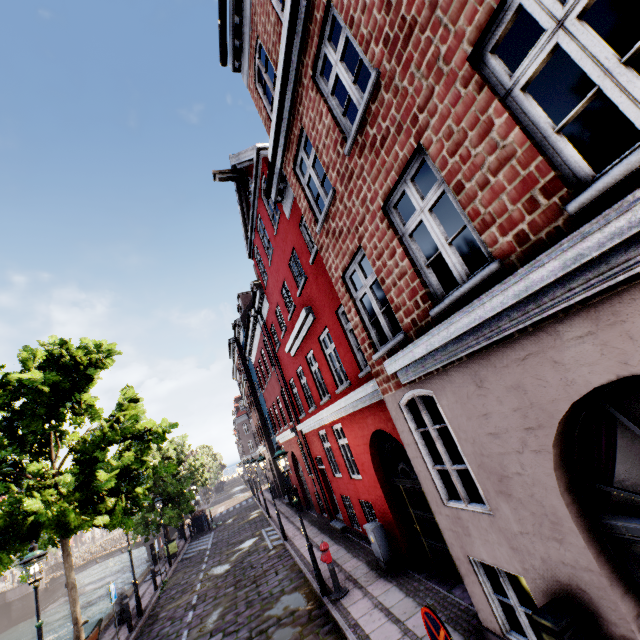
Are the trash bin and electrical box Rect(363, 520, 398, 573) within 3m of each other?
no

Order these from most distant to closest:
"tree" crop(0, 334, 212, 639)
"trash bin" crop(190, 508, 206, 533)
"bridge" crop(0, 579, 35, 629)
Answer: "bridge" crop(0, 579, 35, 629) → "trash bin" crop(190, 508, 206, 533) → "tree" crop(0, 334, 212, 639)

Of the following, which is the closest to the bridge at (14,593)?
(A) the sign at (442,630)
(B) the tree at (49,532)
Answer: (B) the tree at (49,532)

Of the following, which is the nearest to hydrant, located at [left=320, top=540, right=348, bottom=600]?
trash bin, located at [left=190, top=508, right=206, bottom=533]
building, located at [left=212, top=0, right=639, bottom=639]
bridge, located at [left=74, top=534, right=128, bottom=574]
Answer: building, located at [left=212, top=0, right=639, bottom=639]

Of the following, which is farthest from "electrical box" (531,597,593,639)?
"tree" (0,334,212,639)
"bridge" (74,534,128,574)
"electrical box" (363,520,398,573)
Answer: "bridge" (74,534,128,574)

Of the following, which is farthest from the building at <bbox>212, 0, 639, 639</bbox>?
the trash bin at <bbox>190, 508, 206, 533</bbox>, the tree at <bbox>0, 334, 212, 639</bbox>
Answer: the trash bin at <bbox>190, 508, 206, 533</bbox>

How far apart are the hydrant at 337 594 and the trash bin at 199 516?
22.82m

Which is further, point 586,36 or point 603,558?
point 603,558
